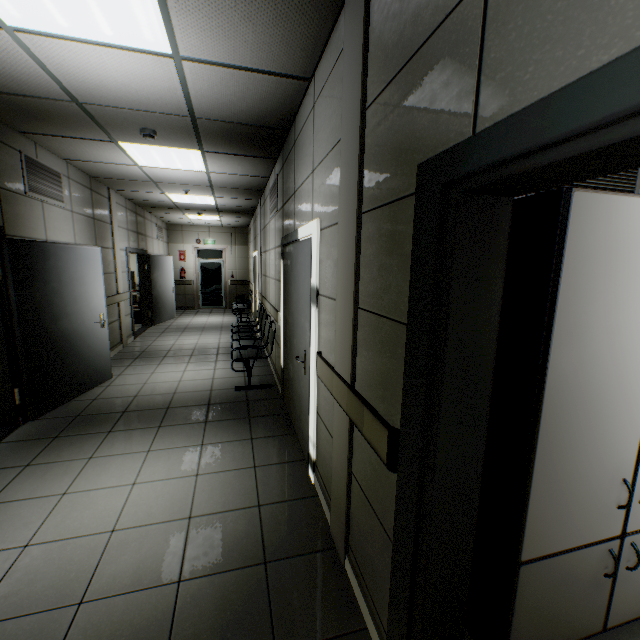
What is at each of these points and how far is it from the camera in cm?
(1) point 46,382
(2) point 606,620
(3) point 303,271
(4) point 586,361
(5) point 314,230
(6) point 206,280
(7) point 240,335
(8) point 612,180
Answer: (1) door, 382
(2) laboratory table, 156
(3) door, 290
(4) cabinet, 124
(5) doorway, 247
(6) door, 1307
(7) chair, 628
(8) ventilation grill, 196

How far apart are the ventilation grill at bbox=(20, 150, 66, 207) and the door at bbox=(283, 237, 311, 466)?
3.1m

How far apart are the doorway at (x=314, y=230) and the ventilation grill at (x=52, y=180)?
3.1m

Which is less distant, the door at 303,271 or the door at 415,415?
the door at 415,415

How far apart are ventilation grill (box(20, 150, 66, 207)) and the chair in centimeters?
Answer: 310cm

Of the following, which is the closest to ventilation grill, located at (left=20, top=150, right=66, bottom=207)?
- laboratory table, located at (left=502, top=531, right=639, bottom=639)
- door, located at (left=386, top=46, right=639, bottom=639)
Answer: door, located at (left=386, top=46, right=639, bottom=639)

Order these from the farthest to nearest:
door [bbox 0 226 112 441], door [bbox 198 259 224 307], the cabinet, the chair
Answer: door [bbox 198 259 224 307], the chair, door [bbox 0 226 112 441], the cabinet

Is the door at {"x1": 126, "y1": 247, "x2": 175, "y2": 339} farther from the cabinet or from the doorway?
the cabinet
